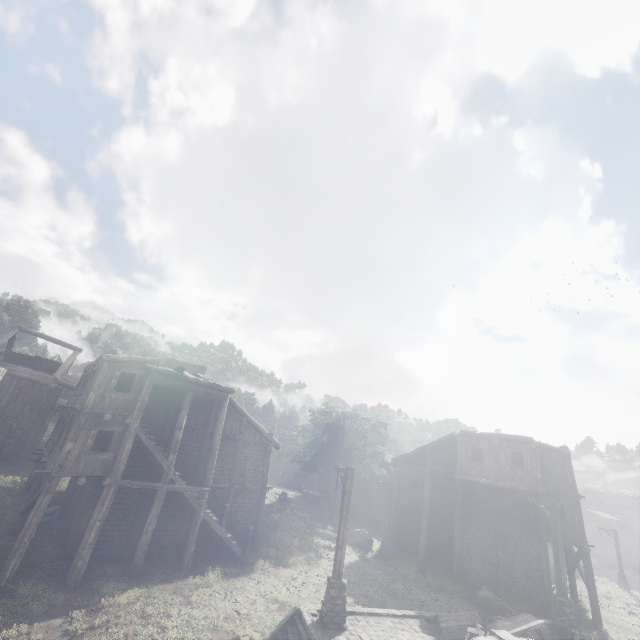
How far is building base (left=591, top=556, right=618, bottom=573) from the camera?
41.03m

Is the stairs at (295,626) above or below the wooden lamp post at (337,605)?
below

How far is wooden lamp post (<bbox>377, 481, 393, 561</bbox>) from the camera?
23.56m

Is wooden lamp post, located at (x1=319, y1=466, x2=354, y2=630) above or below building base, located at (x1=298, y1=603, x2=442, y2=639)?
above

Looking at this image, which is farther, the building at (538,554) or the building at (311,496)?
the building at (311,496)

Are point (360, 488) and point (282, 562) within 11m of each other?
no

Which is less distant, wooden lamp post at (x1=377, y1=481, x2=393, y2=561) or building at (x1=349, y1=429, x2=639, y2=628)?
building at (x1=349, y1=429, x2=639, y2=628)

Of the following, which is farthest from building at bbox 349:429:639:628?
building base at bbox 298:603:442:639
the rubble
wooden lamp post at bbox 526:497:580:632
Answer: wooden lamp post at bbox 526:497:580:632
